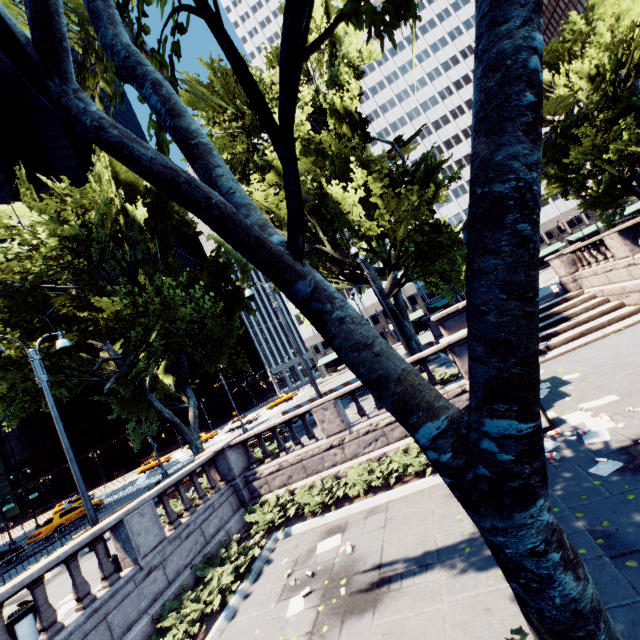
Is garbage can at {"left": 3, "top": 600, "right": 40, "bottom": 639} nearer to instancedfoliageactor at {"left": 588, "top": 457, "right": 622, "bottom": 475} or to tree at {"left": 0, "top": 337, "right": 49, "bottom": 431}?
tree at {"left": 0, "top": 337, "right": 49, "bottom": 431}

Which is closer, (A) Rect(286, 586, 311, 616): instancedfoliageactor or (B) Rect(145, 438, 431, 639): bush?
(A) Rect(286, 586, 311, 616): instancedfoliageactor

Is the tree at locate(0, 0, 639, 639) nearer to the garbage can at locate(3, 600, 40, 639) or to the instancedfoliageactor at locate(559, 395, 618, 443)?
the instancedfoliageactor at locate(559, 395, 618, 443)

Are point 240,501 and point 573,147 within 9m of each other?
no

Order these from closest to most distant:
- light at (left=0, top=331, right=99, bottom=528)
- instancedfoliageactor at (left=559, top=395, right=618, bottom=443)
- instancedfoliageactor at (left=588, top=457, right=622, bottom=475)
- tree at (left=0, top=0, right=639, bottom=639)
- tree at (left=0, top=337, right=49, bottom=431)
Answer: tree at (left=0, top=0, right=639, bottom=639), instancedfoliageactor at (left=588, top=457, right=622, bottom=475), instancedfoliageactor at (left=559, top=395, right=618, bottom=443), light at (left=0, top=331, right=99, bottom=528), tree at (left=0, top=337, right=49, bottom=431)

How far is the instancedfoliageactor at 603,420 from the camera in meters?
7.3

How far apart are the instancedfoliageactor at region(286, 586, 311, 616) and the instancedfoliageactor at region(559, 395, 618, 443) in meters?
6.9

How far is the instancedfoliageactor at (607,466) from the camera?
6.1m
